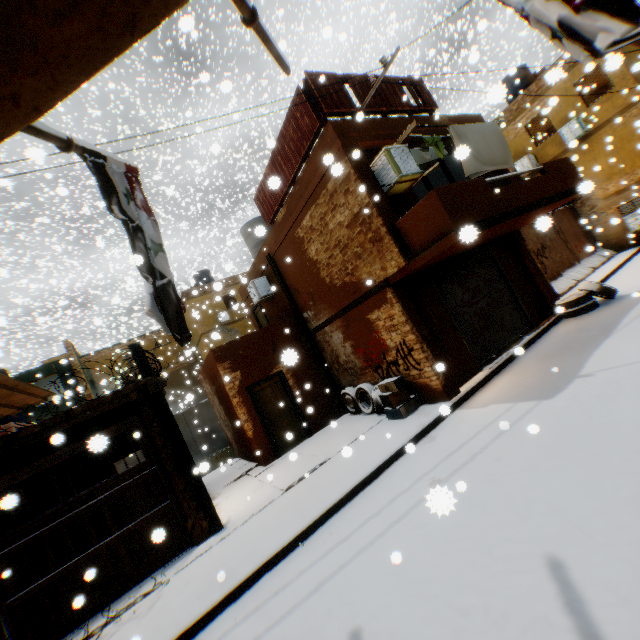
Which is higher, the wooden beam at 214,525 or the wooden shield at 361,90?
the wooden shield at 361,90

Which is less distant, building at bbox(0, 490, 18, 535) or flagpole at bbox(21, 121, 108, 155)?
flagpole at bbox(21, 121, 108, 155)

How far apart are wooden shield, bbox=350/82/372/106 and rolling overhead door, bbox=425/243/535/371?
0.33m

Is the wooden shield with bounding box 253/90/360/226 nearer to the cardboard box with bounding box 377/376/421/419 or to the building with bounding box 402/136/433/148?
the building with bounding box 402/136/433/148

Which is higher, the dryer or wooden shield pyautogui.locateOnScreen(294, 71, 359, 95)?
wooden shield pyautogui.locateOnScreen(294, 71, 359, 95)

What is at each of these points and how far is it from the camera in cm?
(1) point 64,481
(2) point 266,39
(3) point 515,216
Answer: (1) building, 1042
(2) flagpole, 250
(3) balcony, 725

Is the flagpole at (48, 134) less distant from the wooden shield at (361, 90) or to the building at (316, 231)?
the building at (316, 231)

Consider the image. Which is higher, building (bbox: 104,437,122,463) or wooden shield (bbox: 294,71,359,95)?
wooden shield (bbox: 294,71,359,95)
